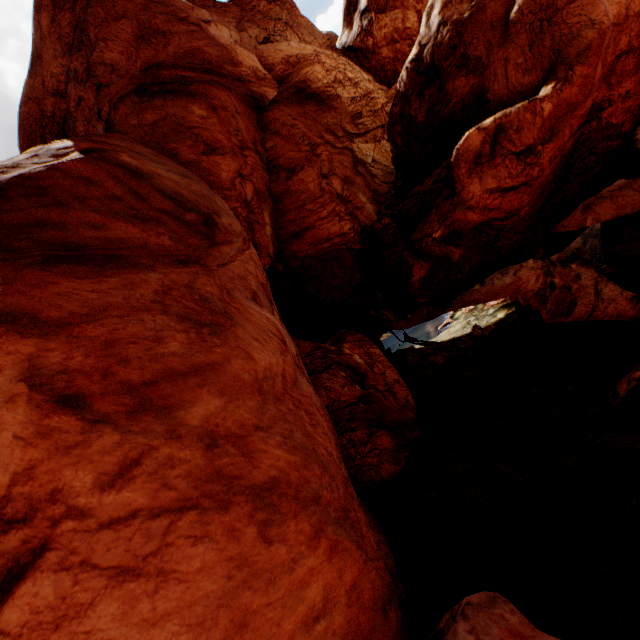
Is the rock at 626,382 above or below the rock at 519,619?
below

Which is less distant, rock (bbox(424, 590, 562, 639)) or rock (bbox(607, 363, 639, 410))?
rock (bbox(424, 590, 562, 639))

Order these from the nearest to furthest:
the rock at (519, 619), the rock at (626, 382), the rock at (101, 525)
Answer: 1. the rock at (101, 525)
2. the rock at (519, 619)
3. the rock at (626, 382)

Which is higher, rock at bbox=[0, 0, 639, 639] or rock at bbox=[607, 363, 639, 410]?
rock at bbox=[0, 0, 639, 639]

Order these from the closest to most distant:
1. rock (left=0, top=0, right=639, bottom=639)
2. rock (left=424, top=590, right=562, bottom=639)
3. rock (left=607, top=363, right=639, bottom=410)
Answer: rock (left=0, top=0, right=639, bottom=639)
rock (left=424, top=590, right=562, bottom=639)
rock (left=607, top=363, right=639, bottom=410)

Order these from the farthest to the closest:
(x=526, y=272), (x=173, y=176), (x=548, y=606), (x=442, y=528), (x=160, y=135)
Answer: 1. (x=526, y=272)
2. (x=160, y=135)
3. (x=173, y=176)
4. (x=442, y=528)
5. (x=548, y=606)
